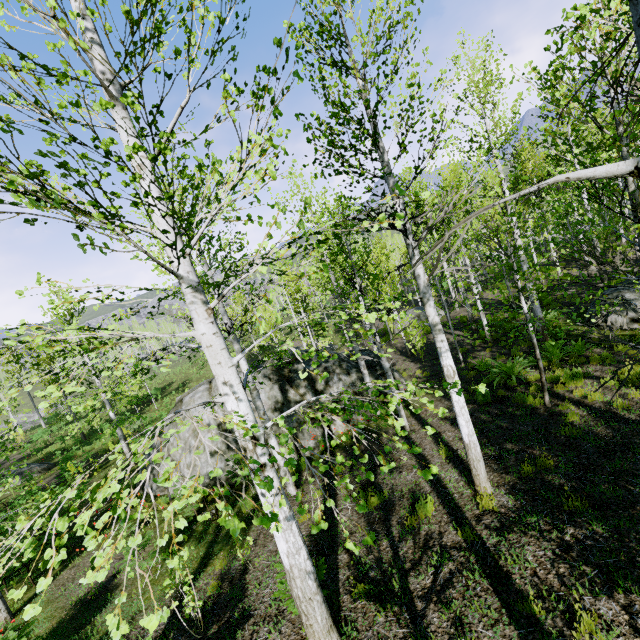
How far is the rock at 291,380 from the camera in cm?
1191

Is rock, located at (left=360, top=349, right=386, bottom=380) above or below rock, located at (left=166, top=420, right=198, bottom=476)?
below

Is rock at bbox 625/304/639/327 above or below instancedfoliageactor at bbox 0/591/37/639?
above

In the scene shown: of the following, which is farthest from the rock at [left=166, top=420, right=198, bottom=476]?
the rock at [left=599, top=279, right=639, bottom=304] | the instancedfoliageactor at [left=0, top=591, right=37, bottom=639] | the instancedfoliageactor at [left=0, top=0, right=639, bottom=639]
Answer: the rock at [left=599, top=279, right=639, bottom=304]

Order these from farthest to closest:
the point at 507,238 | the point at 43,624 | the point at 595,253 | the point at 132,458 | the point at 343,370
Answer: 1. the point at 343,370
2. the point at 507,238
3. the point at 43,624
4. the point at 595,253
5. the point at 132,458

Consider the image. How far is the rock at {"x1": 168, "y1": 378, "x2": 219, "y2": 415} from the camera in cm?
1229
